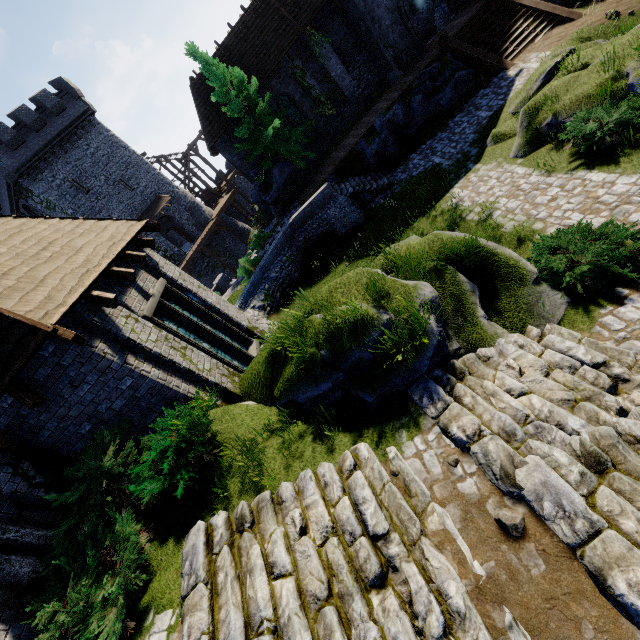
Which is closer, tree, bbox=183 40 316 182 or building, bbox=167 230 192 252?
tree, bbox=183 40 316 182

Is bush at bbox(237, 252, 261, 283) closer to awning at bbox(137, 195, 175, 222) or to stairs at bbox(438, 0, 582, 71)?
stairs at bbox(438, 0, 582, 71)

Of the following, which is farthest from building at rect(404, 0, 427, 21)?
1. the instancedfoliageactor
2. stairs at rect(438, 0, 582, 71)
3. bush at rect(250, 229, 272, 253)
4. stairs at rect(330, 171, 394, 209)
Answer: the instancedfoliageactor

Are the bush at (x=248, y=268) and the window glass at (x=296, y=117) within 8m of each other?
no

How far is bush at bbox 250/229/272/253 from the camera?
23.70m

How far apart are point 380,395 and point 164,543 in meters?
4.5 m

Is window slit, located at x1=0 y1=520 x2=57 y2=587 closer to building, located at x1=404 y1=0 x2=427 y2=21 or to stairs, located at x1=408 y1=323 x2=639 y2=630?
stairs, located at x1=408 y1=323 x2=639 y2=630

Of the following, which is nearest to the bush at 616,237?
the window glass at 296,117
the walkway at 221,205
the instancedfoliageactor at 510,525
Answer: the instancedfoliageactor at 510,525
